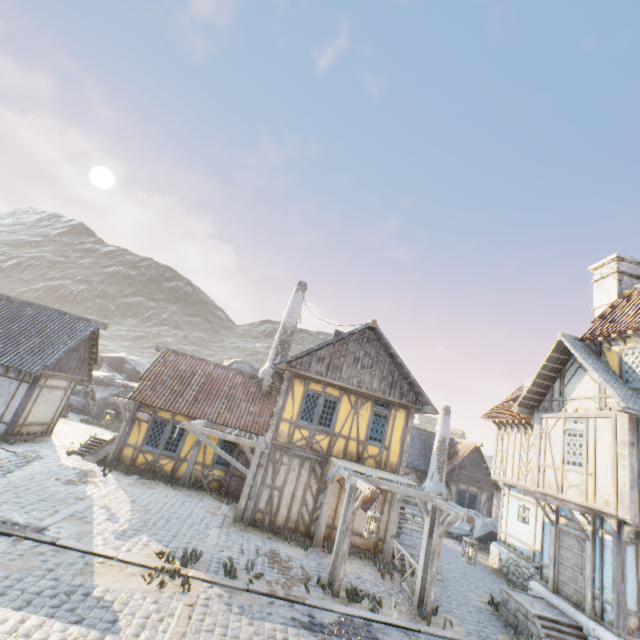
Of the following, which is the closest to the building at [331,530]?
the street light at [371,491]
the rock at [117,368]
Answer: the street light at [371,491]

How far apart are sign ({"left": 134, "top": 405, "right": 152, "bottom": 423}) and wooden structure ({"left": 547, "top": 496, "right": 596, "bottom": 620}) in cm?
1550

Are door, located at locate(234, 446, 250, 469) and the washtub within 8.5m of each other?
yes

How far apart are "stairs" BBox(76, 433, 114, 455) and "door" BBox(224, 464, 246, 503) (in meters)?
5.38

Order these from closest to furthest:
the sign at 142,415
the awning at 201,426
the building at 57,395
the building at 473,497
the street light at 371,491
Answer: the street light at 371,491, the awning at 201,426, the building at 57,395, the sign at 142,415, the building at 473,497

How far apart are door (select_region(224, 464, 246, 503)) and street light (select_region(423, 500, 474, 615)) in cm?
794

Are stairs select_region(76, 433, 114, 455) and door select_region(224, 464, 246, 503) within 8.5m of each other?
yes

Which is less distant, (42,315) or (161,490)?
(161,490)
